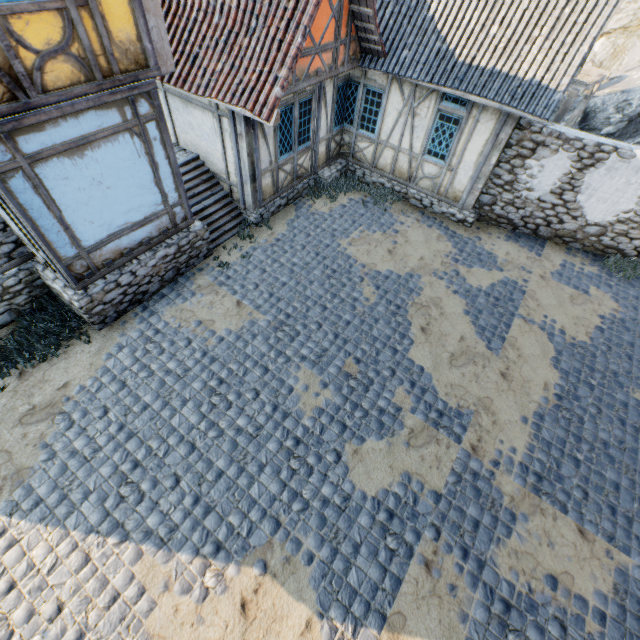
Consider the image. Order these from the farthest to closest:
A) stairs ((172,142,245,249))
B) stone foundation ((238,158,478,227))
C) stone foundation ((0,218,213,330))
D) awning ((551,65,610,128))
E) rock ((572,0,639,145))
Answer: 1. rock ((572,0,639,145))
2. awning ((551,65,610,128))
3. stone foundation ((238,158,478,227))
4. stairs ((172,142,245,249))
5. stone foundation ((0,218,213,330))

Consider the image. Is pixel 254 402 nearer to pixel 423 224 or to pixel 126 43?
pixel 126 43

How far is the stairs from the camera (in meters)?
8.88

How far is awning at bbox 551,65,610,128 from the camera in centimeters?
1043cm

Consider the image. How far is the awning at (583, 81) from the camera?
10.43m

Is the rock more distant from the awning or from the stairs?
the stairs

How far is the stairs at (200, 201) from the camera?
8.9m

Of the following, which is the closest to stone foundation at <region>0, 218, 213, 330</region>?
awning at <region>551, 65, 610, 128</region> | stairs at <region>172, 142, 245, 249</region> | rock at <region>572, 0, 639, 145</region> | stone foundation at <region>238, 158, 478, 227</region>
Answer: stairs at <region>172, 142, 245, 249</region>
